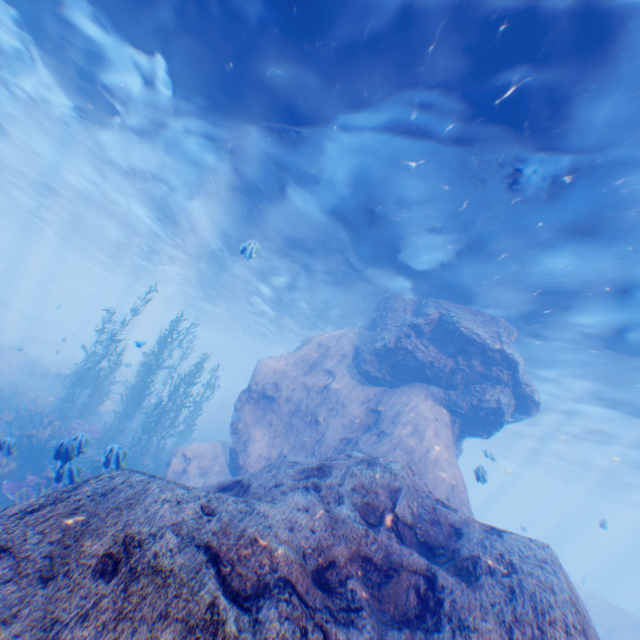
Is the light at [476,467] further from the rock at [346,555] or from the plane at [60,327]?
the plane at [60,327]

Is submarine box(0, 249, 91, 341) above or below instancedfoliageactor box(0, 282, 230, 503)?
above

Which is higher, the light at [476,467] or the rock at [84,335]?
the light at [476,467]

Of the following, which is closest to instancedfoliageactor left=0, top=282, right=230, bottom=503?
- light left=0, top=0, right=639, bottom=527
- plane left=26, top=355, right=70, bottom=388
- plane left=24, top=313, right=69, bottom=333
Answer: plane left=26, top=355, right=70, bottom=388

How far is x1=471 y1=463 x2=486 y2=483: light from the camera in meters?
10.2

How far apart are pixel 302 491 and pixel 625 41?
8.8m

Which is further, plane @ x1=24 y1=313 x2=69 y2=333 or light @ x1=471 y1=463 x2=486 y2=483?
plane @ x1=24 y1=313 x2=69 y2=333

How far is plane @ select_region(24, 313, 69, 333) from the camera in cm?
4038
